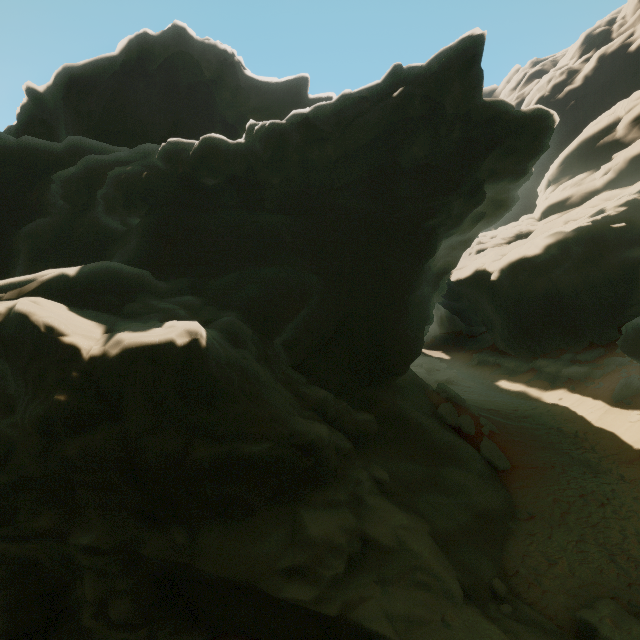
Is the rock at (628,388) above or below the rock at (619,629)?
above

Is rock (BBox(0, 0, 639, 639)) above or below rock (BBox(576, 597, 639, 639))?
above

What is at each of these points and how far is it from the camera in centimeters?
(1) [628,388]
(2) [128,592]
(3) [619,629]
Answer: (1) rock, 1714cm
(2) rock, 644cm
(3) rock, 632cm

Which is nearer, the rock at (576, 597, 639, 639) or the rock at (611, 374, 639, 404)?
the rock at (576, 597, 639, 639)

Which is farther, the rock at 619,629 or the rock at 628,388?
the rock at 628,388
